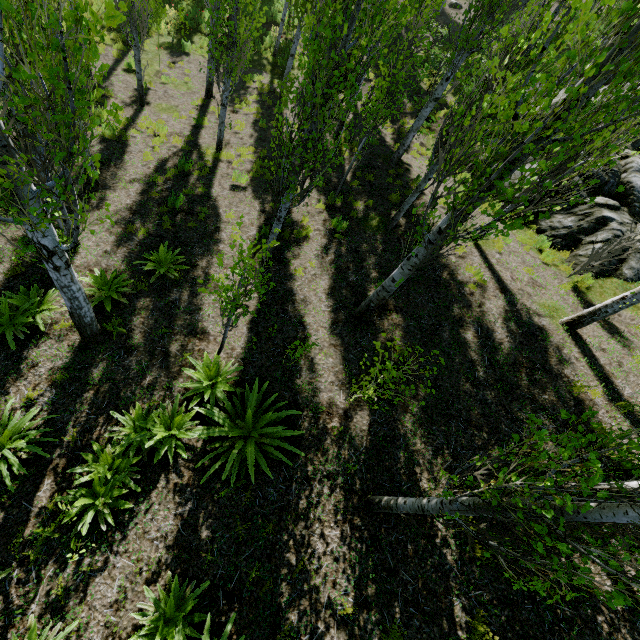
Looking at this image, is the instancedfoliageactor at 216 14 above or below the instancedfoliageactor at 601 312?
below

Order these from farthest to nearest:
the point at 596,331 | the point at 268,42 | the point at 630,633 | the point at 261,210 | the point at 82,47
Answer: the point at 268,42
the point at 82,47
the point at 261,210
the point at 596,331
the point at 630,633

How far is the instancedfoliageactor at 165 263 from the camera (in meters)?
7.30

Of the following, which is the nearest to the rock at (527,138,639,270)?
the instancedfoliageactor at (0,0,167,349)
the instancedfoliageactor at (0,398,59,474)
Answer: the instancedfoliageactor at (0,0,167,349)

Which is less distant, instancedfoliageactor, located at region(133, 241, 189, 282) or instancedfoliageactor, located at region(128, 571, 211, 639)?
instancedfoliageactor, located at region(128, 571, 211, 639)

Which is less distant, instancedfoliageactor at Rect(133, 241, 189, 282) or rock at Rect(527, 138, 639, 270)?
instancedfoliageactor at Rect(133, 241, 189, 282)
